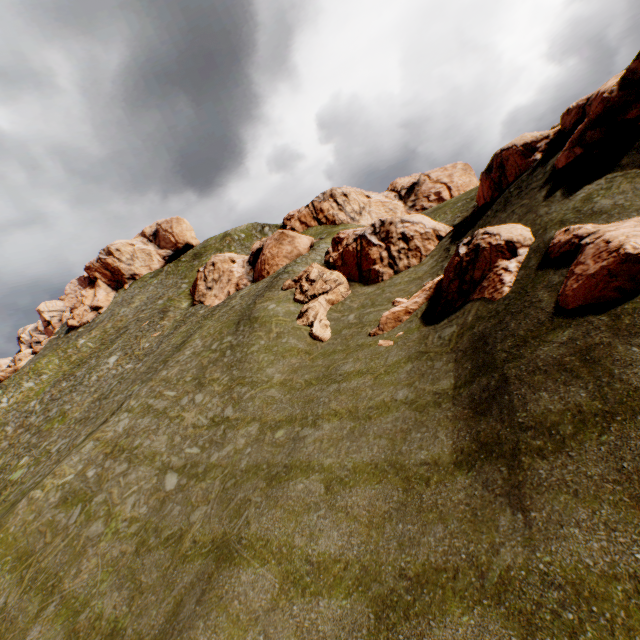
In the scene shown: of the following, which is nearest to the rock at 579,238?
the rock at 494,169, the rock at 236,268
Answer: the rock at 494,169

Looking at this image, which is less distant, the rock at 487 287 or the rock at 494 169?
the rock at 487 287

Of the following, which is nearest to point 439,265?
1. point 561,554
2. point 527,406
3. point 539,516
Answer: point 527,406

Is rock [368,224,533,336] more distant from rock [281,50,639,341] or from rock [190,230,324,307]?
rock [190,230,324,307]

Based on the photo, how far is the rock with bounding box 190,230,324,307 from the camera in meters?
41.0

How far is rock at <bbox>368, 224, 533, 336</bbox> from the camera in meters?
14.2

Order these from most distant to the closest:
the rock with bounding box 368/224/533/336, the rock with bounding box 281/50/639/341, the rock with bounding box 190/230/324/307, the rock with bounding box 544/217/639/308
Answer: the rock with bounding box 190/230/324/307, the rock with bounding box 281/50/639/341, the rock with bounding box 368/224/533/336, the rock with bounding box 544/217/639/308

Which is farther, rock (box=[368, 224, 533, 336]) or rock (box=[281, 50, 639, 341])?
rock (box=[281, 50, 639, 341])
